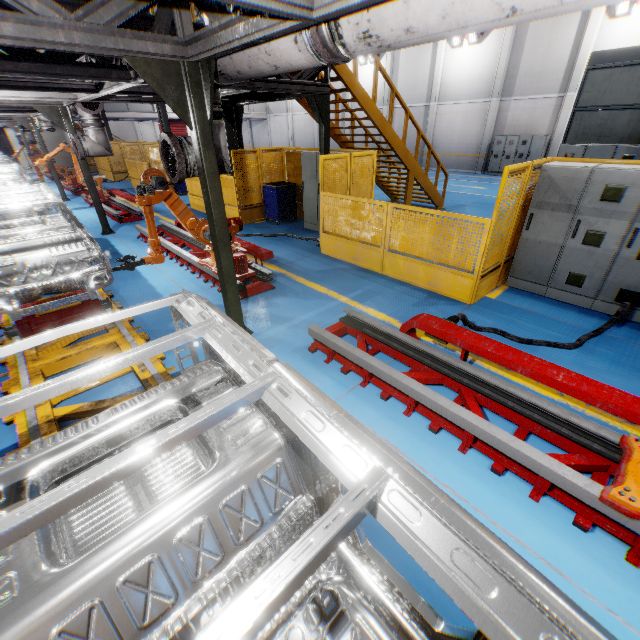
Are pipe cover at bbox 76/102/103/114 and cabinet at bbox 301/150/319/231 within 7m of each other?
yes

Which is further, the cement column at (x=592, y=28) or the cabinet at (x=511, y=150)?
the cabinet at (x=511, y=150)

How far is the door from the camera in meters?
39.3 m

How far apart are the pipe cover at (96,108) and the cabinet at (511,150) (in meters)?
20.50

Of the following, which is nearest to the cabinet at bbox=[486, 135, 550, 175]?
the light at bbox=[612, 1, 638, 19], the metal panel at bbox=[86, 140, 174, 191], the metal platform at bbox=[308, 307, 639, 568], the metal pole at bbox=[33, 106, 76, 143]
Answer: the light at bbox=[612, 1, 638, 19]

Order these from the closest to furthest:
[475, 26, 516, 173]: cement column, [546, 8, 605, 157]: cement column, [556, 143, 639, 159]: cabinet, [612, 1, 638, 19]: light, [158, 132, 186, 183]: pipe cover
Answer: [158, 132, 186, 183]: pipe cover, [556, 143, 639, 159]: cabinet, [612, 1, 638, 19]: light, [546, 8, 605, 157]: cement column, [475, 26, 516, 173]: cement column

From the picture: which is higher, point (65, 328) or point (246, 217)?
point (65, 328)

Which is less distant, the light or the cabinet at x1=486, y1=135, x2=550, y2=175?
the light
